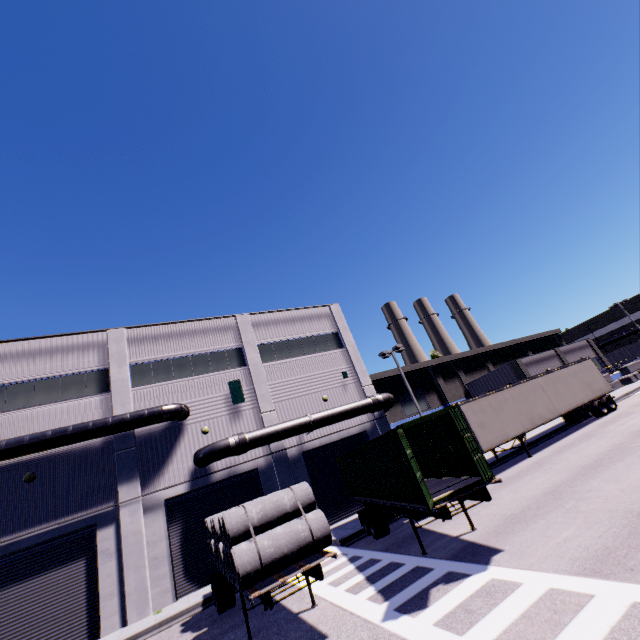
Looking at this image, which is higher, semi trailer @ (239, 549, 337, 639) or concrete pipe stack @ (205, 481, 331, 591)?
concrete pipe stack @ (205, 481, 331, 591)

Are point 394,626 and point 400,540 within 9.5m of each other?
yes

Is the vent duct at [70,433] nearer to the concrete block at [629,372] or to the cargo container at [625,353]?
the concrete block at [629,372]

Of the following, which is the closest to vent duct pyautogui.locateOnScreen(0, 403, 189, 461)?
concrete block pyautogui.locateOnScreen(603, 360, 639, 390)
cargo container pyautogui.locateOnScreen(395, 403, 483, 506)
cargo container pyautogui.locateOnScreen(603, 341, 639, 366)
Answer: cargo container pyautogui.locateOnScreen(395, 403, 483, 506)

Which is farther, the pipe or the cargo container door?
the pipe

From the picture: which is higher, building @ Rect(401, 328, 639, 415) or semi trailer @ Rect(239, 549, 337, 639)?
building @ Rect(401, 328, 639, 415)

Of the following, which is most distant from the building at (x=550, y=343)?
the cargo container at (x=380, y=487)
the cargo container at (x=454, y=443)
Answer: the cargo container at (x=380, y=487)

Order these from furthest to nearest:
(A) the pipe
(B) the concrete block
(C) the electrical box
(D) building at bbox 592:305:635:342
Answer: (D) building at bbox 592:305:635:342, (B) the concrete block, (C) the electrical box, (A) the pipe
